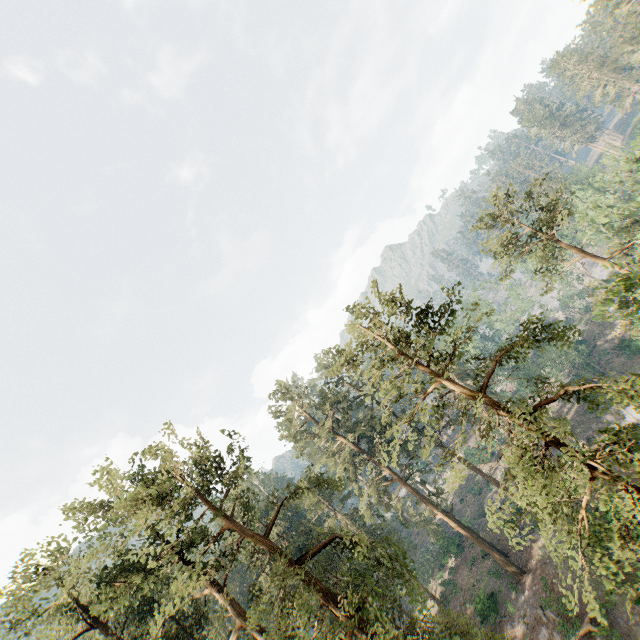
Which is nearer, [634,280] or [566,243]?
[634,280]

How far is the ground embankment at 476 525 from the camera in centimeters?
4257cm

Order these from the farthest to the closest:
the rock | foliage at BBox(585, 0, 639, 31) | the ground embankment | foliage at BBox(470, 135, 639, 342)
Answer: foliage at BBox(585, 0, 639, 31), the ground embankment, the rock, foliage at BBox(470, 135, 639, 342)

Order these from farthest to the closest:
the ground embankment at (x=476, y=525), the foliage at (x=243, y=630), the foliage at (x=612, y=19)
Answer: the foliage at (x=612, y=19)
the ground embankment at (x=476, y=525)
the foliage at (x=243, y=630)

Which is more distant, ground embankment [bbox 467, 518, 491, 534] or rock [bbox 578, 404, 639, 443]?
ground embankment [bbox 467, 518, 491, 534]

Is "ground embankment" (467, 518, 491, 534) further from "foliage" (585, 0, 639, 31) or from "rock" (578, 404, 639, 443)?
"rock" (578, 404, 639, 443)

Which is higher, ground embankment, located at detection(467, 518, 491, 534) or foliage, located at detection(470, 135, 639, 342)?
foliage, located at detection(470, 135, 639, 342)

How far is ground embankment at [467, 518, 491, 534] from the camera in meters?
42.6
